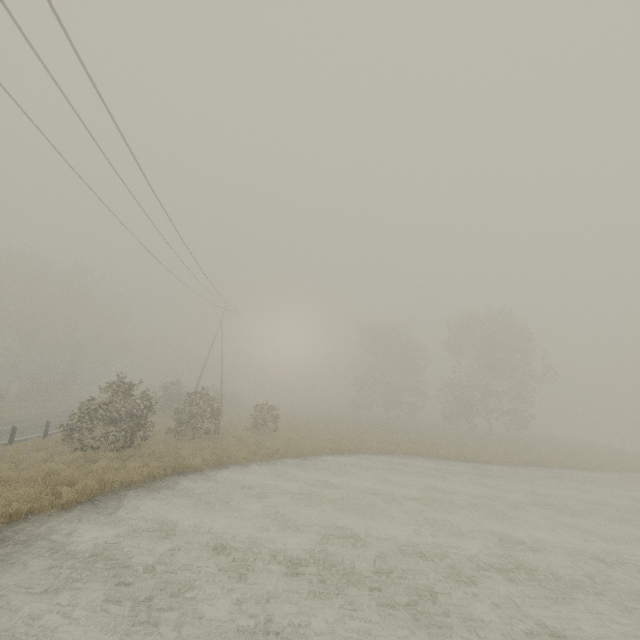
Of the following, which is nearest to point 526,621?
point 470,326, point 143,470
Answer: point 143,470
